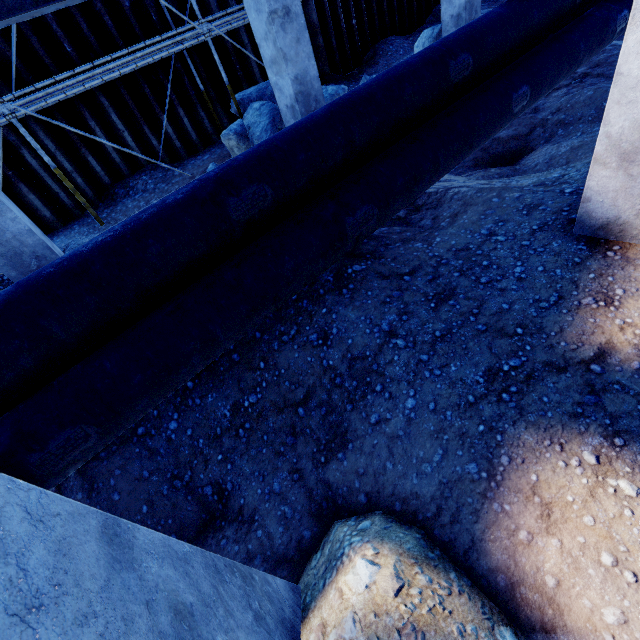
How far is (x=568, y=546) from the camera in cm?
216

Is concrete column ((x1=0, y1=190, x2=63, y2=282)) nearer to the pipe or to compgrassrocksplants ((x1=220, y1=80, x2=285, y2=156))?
the pipe

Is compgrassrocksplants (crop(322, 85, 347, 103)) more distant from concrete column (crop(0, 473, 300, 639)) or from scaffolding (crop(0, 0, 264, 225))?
concrete column (crop(0, 473, 300, 639))

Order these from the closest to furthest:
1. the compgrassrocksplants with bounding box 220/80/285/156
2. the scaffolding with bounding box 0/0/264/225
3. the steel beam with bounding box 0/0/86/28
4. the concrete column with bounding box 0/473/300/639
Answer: the concrete column with bounding box 0/473/300/639 < the steel beam with bounding box 0/0/86/28 < the scaffolding with bounding box 0/0/264/225 < the compgrassrocksplants with bounding box 220/80/285/156

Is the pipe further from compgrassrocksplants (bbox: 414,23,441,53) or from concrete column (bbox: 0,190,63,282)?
compgrassrocksplants (bbox: 414,23,441,53)

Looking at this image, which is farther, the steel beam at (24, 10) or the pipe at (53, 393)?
the steel beam at (24, 10)

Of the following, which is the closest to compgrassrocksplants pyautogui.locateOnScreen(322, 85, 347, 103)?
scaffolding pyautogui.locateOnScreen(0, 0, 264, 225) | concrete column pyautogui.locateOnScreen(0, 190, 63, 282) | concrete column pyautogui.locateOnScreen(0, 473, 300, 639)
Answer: scaffolding pyautogui.locateOnScreen(0, 0, 264, 225)

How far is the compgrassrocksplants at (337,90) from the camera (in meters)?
8.27
